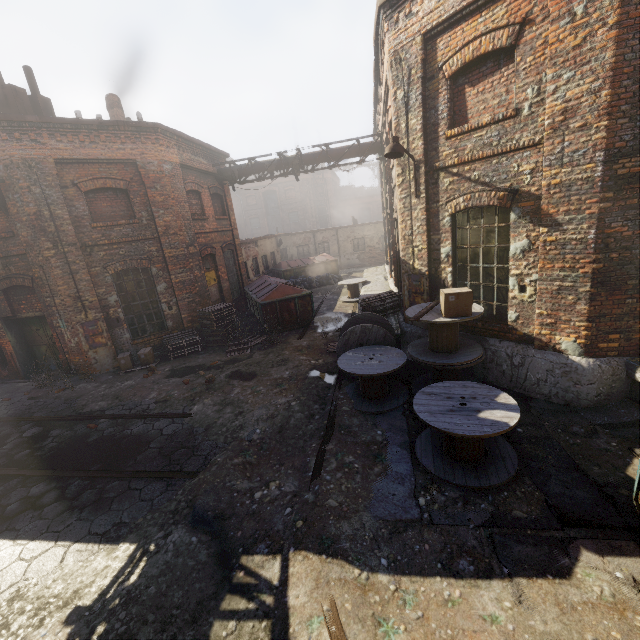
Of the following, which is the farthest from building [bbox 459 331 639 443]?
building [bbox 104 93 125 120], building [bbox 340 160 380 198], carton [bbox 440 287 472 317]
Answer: building [bbox 340 160 380 198]

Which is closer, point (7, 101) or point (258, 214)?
point (7, 101)

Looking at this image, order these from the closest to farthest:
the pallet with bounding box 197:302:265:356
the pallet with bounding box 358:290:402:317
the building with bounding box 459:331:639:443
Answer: the building with bounding box 459:331:639:443, the pallet with bounding box 358:290:402:317, the pallet with bounding box 197:302:265:356

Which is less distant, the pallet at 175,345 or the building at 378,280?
the pallet at 175,345

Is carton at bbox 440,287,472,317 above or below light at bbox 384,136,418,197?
below

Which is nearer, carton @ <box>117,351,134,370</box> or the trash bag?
carton @ <box>117,351,134,370</box>

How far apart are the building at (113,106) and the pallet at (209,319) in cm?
869

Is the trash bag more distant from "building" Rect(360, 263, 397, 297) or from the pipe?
the pipe
